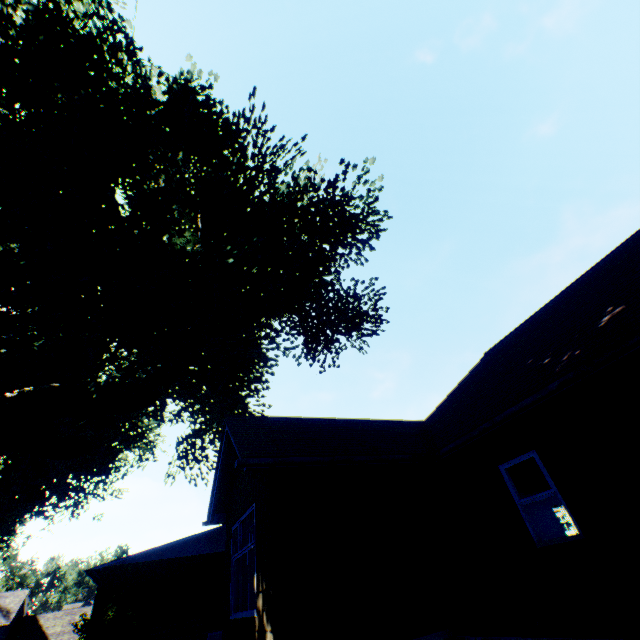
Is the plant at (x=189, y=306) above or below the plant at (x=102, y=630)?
above

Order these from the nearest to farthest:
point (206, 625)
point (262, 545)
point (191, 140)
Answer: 1. point (262, 545)
2. point (191, 140)
3. point (206, 625)

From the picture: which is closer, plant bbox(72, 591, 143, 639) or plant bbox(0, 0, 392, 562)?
plant bbox(0, 0, 392, 562)

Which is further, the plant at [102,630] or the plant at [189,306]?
the plant at [102,630]

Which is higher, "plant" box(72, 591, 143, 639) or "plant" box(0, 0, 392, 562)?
"plant" box(0, 0, 392, 562)
